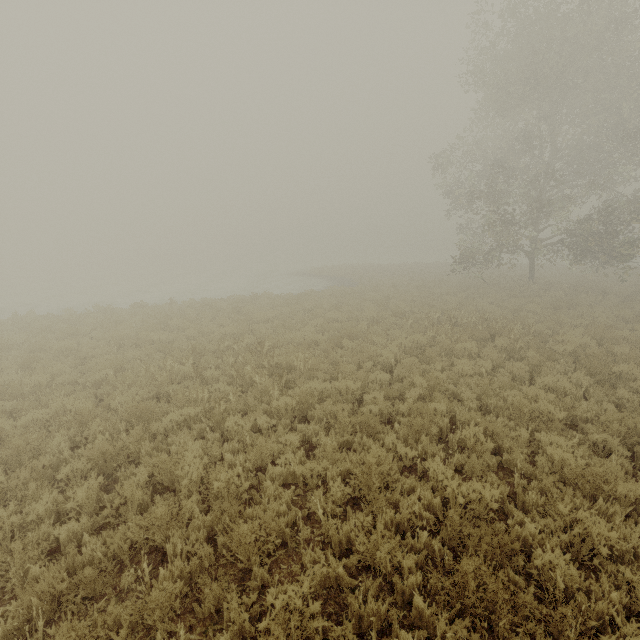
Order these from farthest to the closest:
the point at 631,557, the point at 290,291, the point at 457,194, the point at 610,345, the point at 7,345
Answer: the point at 290,291 < the point at 457,194 < the point at 7,345 < the point at 610,345 < the point at 631,557
